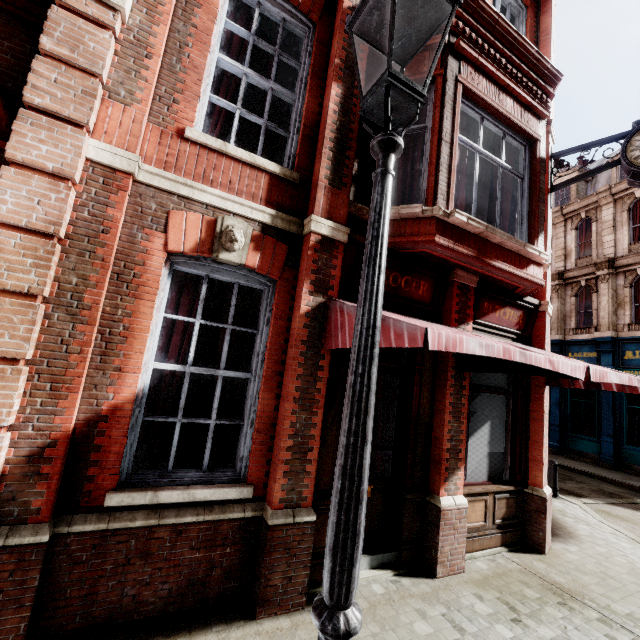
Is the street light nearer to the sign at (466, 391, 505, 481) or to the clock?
the sign at (466, 391, 505, 481)

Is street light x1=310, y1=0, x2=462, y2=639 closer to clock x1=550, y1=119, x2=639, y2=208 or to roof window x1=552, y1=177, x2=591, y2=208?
clock x1=550, y1=119, x2=639, y2=208

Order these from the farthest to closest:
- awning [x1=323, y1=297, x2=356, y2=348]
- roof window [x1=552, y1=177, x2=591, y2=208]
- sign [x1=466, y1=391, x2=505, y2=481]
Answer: roof window [x1=552, y1=177, x2=591, y2=208] → sign [x1=466, y1=391, x2=505, y2=481] → awning [x1=323, y1=297, x2=356, y2=348]

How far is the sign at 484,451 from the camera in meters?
5.6 m

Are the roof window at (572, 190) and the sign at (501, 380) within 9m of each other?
no

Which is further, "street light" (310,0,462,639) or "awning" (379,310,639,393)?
"awning" (379,310,639,393)

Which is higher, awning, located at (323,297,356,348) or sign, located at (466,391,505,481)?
awning, located at (323,297,356,348)

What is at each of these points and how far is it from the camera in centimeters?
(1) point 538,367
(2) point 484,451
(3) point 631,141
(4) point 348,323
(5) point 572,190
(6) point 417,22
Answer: (1) awning, 404cm
(2) sign, 572cm
(3) clock, 604cm
(4) awning, 357cm
(5) roof window, 1967cm
(6) street light, 171cm
